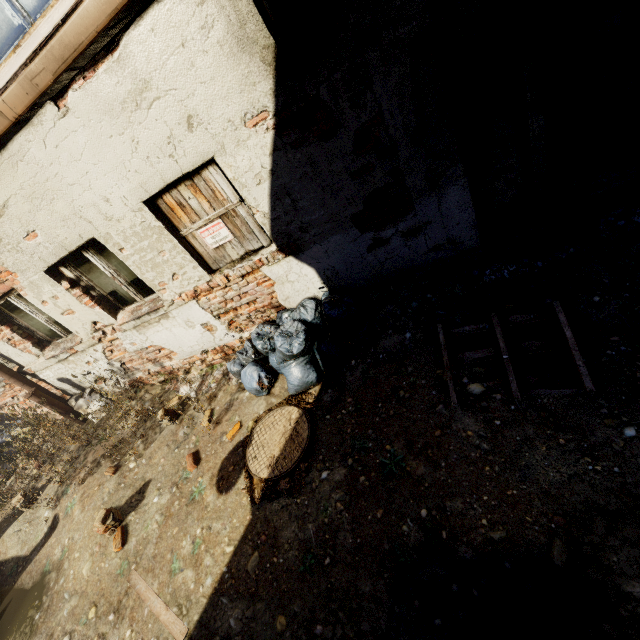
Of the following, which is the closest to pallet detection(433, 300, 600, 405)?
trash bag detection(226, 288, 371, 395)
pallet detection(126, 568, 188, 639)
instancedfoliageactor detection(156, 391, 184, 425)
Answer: trash bag detection(226, 288, 371, 395)

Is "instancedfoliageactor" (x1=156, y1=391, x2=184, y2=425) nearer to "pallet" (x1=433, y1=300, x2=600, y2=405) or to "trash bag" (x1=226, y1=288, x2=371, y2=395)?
"trash bag" (x1=226, y1=288, x2=371, y2=395)

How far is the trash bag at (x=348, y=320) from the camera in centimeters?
387cm

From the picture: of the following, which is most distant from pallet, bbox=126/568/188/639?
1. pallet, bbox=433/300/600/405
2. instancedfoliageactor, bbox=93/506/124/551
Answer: pallet, bbox=433/300/600/405

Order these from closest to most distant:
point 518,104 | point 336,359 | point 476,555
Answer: point 476,555 → point 518,104 → point 336,359

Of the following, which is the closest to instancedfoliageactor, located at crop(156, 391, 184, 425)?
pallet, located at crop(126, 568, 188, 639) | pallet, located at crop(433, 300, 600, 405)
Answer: pallet, located at crop(126, 568, 188, 639)

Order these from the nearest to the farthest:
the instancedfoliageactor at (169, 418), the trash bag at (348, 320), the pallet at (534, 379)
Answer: the pallet at (534, 379) → the trash bag at (348, 320) → the instancedfoliageactor at (169, 418)

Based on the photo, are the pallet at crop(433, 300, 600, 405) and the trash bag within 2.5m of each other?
yes
